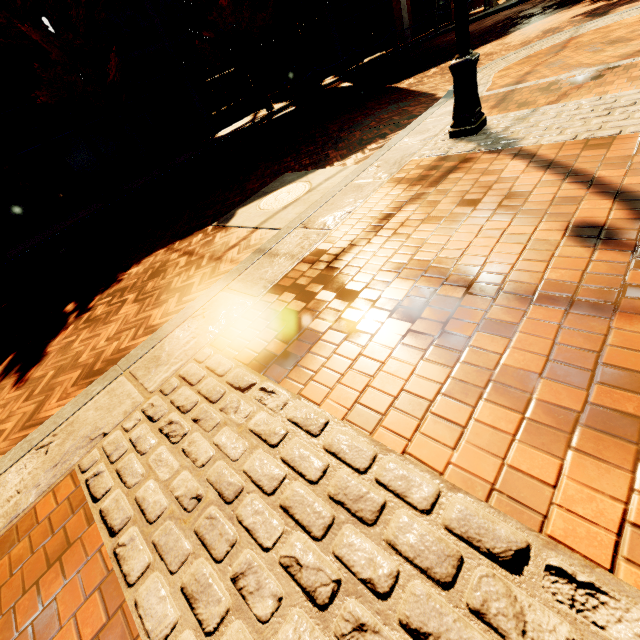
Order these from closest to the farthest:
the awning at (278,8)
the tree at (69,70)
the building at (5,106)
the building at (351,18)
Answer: the tree at (69,70), the building at (5,106), the awning at (278,8), the building at (351,18)

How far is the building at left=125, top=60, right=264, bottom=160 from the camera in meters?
15.8 m

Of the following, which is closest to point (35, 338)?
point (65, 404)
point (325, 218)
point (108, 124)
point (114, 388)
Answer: point (65, 404)

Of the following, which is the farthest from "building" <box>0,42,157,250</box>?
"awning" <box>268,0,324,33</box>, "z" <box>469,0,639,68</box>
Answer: "z" <box>469,0,639,68</box>

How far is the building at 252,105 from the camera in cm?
1578

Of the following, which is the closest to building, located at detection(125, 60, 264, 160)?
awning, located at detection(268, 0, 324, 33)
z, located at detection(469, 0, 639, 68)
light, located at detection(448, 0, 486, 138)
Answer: awning, located at detection(268, 0, 324, 33)

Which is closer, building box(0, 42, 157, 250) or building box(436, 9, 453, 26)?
building box(0, 42, 157, 250)

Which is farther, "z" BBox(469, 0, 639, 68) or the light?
"z" BBox(469, 0, 639, 68)
